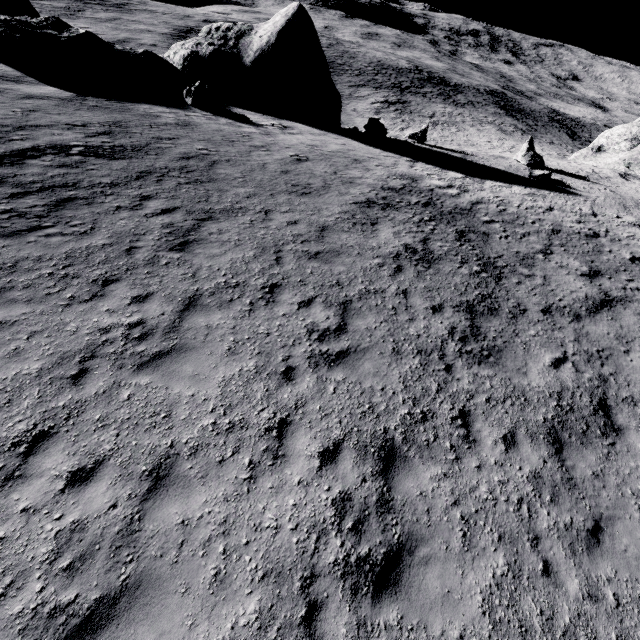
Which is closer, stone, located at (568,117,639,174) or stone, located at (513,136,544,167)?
stone, located at (513,136,544,167)

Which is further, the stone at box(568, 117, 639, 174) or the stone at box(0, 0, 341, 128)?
the stone at box(568, 117, 639, 174)

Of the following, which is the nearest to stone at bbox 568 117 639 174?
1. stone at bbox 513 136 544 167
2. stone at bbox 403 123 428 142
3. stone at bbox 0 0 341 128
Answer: stone at bbox 513 136 544 167

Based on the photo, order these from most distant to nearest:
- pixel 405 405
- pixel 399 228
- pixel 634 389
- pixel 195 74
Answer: pixel 195 74, pixel 399 228, pixel 634 389, pixel 405 405

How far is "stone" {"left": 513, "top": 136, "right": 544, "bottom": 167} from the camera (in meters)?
25.81

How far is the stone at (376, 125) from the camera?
24.8m

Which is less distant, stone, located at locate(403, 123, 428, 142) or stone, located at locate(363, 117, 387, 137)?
stone, located at locate(363, 117, 387, 137)

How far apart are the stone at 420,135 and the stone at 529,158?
7.29m
